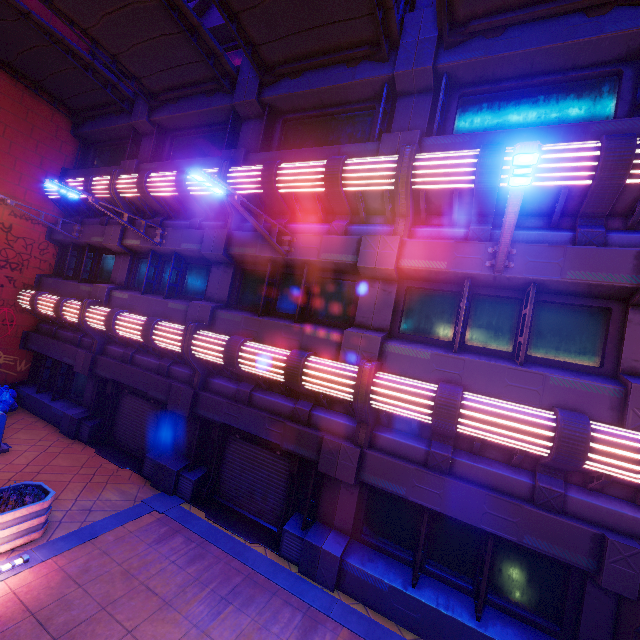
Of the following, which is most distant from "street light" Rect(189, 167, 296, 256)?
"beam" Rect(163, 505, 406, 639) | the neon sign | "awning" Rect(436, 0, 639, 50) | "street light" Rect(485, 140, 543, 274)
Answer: the neon sign

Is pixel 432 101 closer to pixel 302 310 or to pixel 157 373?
pixel 302 310

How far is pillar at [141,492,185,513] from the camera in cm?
829

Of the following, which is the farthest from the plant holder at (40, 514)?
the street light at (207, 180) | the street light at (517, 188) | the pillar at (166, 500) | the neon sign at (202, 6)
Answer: the neon sign at (202, 6)

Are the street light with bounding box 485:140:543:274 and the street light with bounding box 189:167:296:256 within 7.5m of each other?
yes

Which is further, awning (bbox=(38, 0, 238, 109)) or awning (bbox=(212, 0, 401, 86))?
awning (bbox=(38, 0, 238, 109))

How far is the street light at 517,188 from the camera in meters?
3.4 m

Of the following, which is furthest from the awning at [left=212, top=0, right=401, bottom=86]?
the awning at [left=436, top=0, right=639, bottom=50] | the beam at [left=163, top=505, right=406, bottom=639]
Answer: the beam at [left=163, top=505, right=406, bottom=639]
